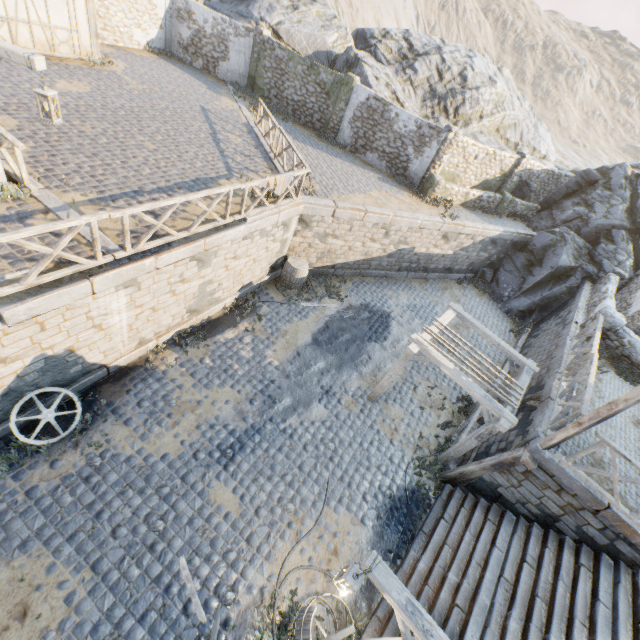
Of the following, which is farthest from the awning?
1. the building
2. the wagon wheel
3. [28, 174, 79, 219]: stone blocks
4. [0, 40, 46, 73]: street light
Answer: the building

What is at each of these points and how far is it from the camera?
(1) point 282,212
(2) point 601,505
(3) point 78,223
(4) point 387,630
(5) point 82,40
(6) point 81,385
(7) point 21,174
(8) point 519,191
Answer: (1) stone blocks, 10.8 meters
(2) stone blocks, 6.7 meters
(3) wooden fence, 5.6 meters
(4) stairs, 6.4 meters
(5) building, 14.0 meters
(6) stone blocks, 7.8 meters
(7) wooden fence, 7.1 meters
(8) rock, 20.4 meters

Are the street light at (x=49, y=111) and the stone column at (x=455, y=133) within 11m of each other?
no

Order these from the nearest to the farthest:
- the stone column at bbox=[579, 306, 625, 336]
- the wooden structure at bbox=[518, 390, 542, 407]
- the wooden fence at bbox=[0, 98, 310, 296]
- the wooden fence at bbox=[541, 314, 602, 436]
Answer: Answer: the wooden fence at bbox=[0, 98, 310, 296], the wooden fence at bbox=[541, 314, 602, 436], the wooden structure at bbox=[518, 390, 542, 407], the stone column at bbox=[579, 306, 625, 336]

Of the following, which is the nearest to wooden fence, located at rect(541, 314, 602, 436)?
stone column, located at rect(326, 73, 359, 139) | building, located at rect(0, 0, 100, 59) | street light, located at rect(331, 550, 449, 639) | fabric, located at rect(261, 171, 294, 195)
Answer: street light, located at rect(331, 550, 449, 639)

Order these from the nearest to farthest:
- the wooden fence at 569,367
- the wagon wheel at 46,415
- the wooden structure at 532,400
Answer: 1. the wagon wheel at 46,415
2. the wooden fence at 569,367
3. the wooden structure at 532,400

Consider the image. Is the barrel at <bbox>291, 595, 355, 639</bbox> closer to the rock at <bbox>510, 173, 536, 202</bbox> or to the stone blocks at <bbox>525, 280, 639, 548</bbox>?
the stone blocks at <bbox>525, 280, 639, 548</bbox>

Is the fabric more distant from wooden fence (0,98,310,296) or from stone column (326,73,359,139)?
stone column (326,73,359,139)
